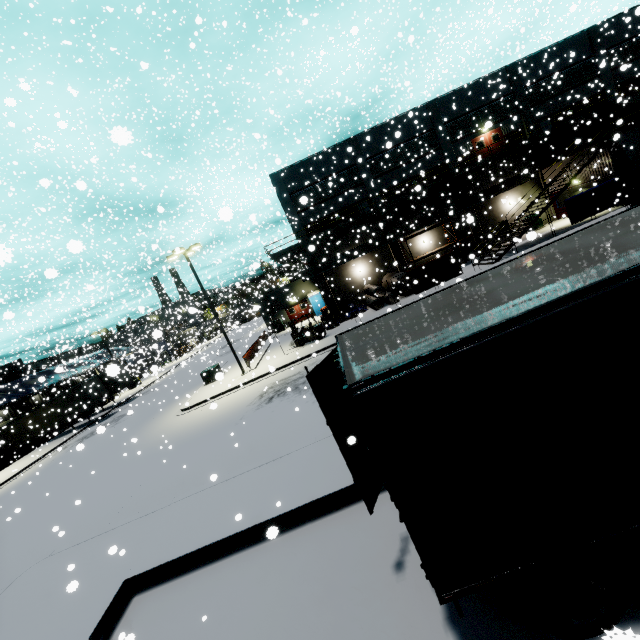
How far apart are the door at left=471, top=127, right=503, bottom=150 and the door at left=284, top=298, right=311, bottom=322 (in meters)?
11.55

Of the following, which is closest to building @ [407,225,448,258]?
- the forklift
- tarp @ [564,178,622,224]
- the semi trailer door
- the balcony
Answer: the balcony

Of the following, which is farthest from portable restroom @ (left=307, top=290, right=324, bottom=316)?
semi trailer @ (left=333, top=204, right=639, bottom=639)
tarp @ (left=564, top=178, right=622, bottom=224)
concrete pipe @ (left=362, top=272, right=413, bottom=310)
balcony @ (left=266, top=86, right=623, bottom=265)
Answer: concrete pipe @ (left=362, top=272, right=413, bottom=310)

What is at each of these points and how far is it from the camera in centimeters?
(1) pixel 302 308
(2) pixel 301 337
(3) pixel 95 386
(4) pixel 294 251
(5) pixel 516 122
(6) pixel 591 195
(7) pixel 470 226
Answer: (1) door, 4059cm
(2) forklift, 2544cm
(3) semi trailer, 3400cm
(4) balcony, 3139cm
(5) building, 3044cm
(6) tarp, 2358cm
(7) building, 3148cm

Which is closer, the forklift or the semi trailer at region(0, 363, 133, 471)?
the forklift

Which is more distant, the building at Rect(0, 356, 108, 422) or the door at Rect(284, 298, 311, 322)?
the door at Rect(284, 298, 311, 322)

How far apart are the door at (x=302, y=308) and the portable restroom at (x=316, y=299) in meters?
0.8 m

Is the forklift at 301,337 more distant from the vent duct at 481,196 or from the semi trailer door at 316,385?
the semi trailer door at 316,385
